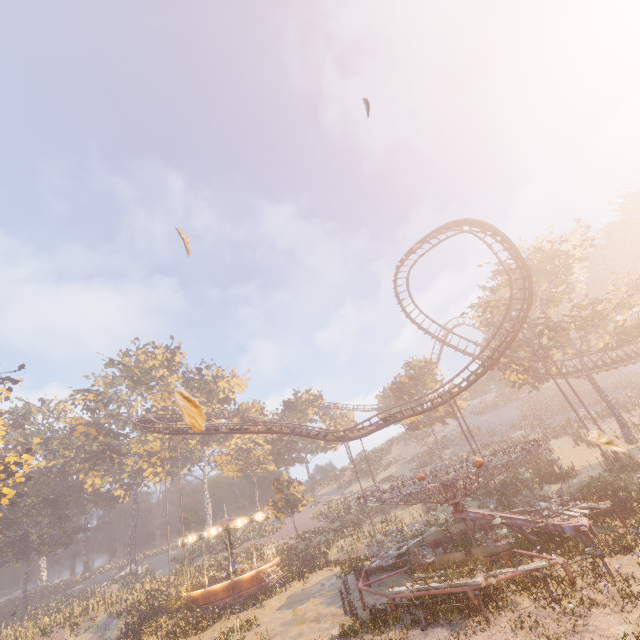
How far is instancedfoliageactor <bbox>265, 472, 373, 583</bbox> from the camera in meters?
25.6 m

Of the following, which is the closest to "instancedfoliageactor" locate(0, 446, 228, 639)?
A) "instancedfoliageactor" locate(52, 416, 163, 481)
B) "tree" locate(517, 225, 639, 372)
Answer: "instancedfoliageactor" locate(52, 416, 163, 481)

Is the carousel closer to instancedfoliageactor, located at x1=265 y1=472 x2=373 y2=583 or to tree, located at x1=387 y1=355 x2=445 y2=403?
instancedfoliageactor, located at x1=265 y1=472 x2=373 y2=583

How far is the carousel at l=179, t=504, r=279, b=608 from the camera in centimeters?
2375cm

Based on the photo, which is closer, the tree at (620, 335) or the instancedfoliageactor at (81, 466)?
the tree at (620, 335)

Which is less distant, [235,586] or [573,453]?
[235,586]

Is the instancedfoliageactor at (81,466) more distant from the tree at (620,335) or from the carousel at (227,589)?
the tree at (620,335)
